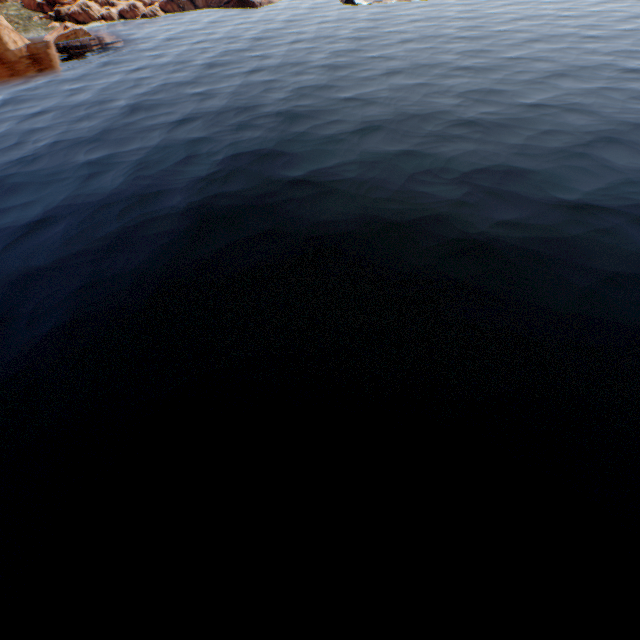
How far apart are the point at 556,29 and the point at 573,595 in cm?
8417
